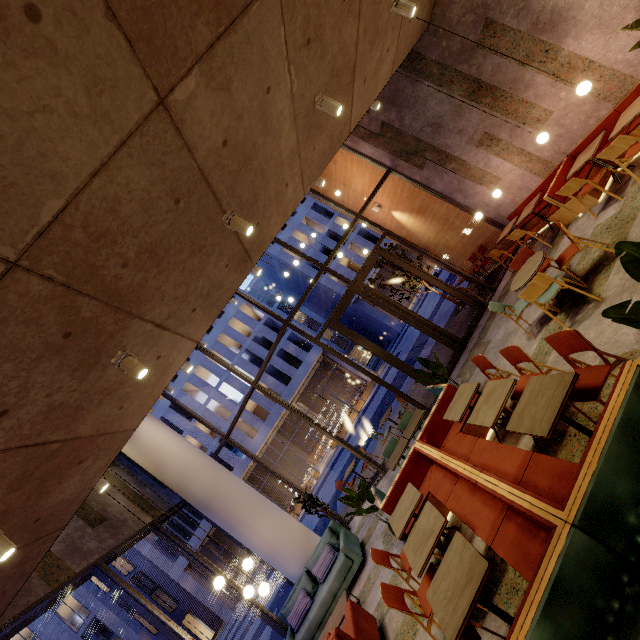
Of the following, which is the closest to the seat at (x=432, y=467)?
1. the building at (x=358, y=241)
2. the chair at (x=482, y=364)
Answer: the chair at (x=482, y=364)

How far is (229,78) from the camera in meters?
2.8 m

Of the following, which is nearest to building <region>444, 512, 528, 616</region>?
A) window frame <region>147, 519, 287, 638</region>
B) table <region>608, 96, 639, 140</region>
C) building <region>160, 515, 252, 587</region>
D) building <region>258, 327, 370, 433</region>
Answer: window frame <region>147, 519, 287, 638</region>

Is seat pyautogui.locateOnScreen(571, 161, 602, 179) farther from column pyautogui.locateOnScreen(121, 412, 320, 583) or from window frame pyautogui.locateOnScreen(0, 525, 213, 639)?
column pyautogui.locateOnScreen(121, 412, 320, 583)

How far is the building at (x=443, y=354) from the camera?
9.86m

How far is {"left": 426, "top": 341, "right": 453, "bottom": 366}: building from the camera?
9.9 meters

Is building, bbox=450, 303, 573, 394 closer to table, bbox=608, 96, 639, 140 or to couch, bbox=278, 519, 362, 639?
couch, bbox=278, 519, 362, 639

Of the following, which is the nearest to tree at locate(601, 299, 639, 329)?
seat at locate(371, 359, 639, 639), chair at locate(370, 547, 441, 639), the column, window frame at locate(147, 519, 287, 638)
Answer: seat at locate(371, 359, 639, 639)
